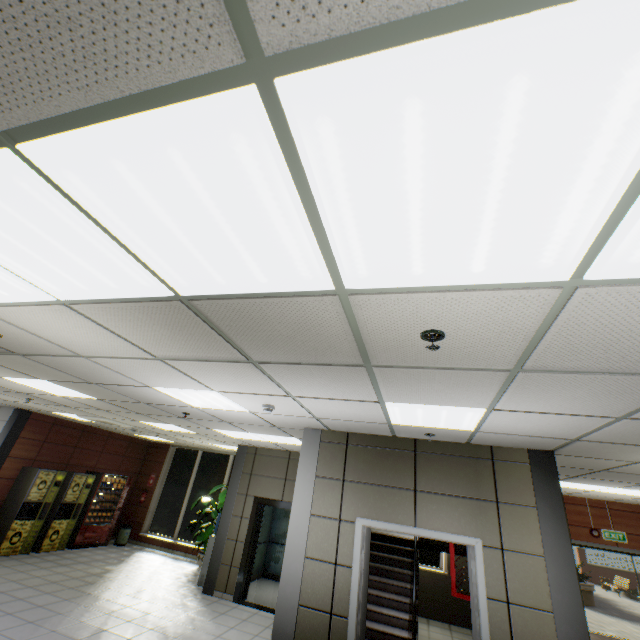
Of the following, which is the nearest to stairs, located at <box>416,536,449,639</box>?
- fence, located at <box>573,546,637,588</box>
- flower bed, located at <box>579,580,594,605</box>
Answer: flower bed, located at <box>579,580,594,605</box>

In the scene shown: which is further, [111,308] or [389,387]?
[389,387]

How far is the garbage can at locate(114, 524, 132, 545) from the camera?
10.5 meters

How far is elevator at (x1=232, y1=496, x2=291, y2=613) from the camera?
7.39m

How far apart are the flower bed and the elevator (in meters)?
15.30

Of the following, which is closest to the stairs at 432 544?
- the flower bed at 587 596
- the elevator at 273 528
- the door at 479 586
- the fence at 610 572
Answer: the elevator at 273 528

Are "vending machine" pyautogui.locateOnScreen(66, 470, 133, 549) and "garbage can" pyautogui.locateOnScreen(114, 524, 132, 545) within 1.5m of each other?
yes

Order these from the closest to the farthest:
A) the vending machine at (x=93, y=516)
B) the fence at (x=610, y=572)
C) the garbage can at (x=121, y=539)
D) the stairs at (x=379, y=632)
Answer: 1. the stairs at (x=379, y=632)
2. the vending machine at (x=93, y=516)
3. the garbage can at (x=121, y=539)
4. the fence at (x=610, y=572)
